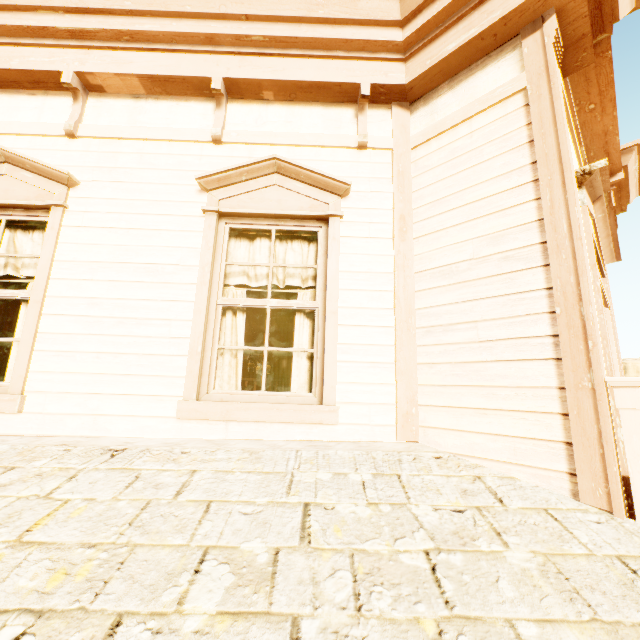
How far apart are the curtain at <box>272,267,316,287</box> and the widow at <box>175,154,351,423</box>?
0.0 meters

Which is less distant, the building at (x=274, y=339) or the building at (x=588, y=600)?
the building at (x=588, y=600)

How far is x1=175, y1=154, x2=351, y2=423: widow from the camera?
2.5m

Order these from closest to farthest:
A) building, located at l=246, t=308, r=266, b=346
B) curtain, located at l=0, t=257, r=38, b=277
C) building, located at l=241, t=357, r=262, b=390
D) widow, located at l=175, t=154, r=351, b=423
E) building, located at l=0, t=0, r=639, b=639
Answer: building, located at l=0, t=0, r=639, b=639, widow, located at l=175, t=154, r=351, b=423, curtain, located at l=0, t=257, r=38, b=277, building, located at l=246, t=308, r=266, b=346, building, located at l=241, t=357, r=262, b=390

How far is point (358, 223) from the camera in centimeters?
296cm

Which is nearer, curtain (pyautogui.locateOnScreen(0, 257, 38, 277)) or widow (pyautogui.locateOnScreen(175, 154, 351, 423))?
widow (pyautogui.locateOnScreen(175, 154, 351, 423))

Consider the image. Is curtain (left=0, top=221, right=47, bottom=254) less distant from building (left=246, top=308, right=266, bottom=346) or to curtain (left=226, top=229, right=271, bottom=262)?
building (left=246, top=308, right=266, bottom=346)

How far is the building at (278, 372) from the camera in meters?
11.5
